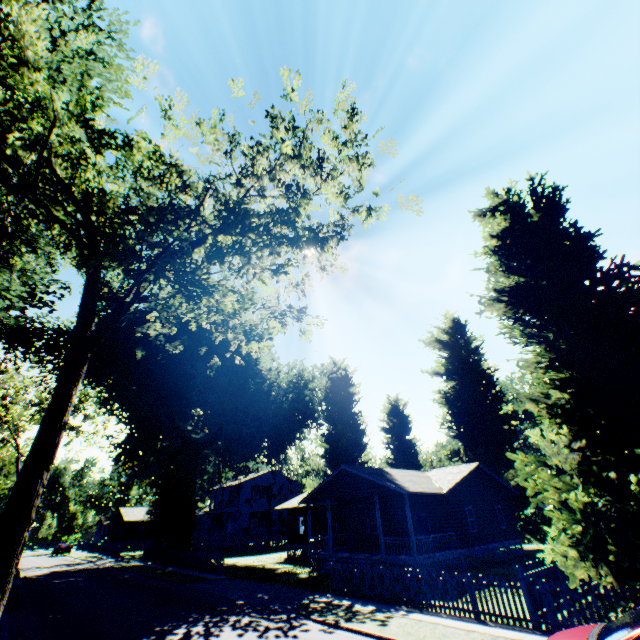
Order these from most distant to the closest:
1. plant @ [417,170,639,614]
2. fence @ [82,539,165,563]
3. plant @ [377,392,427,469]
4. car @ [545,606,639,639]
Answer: plant @ [377,392,427,469], fence @ [82,539,165,563], plant @ [417,170,639,614], car @ [545,606,639,639]

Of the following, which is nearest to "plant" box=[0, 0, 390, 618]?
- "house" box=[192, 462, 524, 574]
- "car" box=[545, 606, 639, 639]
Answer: "house" box=[192, 462, 524, 574]

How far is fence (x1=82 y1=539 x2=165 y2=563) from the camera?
33.09m

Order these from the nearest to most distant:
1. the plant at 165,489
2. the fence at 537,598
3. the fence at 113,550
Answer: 1. the plant at 165,489
2. the fence at 537,598
3. the fence at 113,550

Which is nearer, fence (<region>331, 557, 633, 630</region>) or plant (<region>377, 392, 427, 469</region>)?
fence (<region>331, 557, 633, 630</region>)

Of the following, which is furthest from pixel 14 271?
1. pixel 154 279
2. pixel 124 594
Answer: pixel 154 279

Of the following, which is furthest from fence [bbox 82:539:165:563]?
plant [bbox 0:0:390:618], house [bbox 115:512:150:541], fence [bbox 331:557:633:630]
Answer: fence [bbox 331:557:633:630]

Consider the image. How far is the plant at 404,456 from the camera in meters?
39.8
